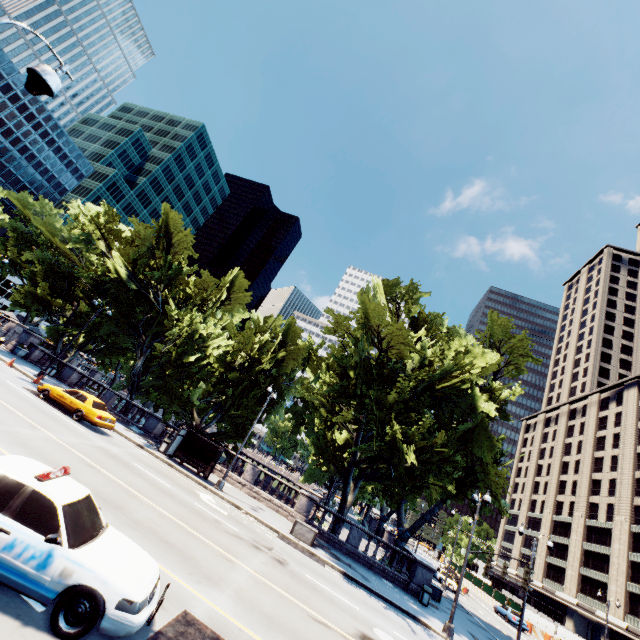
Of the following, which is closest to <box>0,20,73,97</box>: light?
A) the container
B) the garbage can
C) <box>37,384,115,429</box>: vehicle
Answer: <box>37,384,115,429</box>: vehicle

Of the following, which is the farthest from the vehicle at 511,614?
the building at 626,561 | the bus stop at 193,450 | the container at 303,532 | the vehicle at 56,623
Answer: the vehicle at 56,623

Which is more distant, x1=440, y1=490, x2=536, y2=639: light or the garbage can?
the garbage can

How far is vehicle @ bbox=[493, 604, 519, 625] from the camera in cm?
3544

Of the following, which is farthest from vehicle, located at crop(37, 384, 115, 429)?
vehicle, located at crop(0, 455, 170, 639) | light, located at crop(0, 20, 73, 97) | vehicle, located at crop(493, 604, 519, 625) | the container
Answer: vehicle, located at crop(493, 604, 519, 625)

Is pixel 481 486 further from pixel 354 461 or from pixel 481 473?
pixel 354 461

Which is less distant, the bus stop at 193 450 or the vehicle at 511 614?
the bus stop at 193 450

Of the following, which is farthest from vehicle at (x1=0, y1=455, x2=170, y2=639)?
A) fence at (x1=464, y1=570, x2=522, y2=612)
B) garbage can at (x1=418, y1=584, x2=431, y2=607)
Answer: fence at (x1=464, y1=570, x2=522, y2=612)
